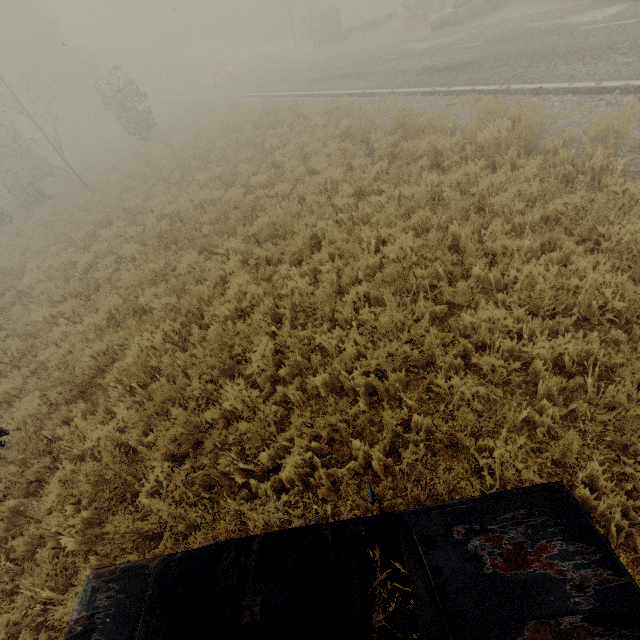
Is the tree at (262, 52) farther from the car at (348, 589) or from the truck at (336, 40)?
the car at (348, 589)

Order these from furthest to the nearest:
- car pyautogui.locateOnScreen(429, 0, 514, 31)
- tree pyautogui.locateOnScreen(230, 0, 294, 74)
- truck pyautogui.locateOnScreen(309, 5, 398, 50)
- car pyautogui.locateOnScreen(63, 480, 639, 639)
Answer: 1. tree pyautogui.locateOnScreen(230, 0, 294, 74)
2. truck pyautogui.locateOnScreen(309, 5, 398, 50)
3. car pyautogui.locateOnScreen(429, 0, 514, 31)
4. car pyautogui.locateOnScreen(63, 480, 639, 639)

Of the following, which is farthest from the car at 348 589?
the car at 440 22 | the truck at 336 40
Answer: the truck at 336 40

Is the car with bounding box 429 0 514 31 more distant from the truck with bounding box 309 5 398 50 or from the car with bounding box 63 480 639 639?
the car with bounding box 63 480 639 639

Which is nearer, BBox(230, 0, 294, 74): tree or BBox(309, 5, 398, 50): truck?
BBox(309, 5, 398, 50): truck

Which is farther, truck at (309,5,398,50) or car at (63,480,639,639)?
truck at (309,5,398,50)

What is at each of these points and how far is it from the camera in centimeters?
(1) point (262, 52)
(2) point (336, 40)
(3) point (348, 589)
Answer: (1) tree, 5531cm
(2) truck, 2753cm
(3) car, 186cm
